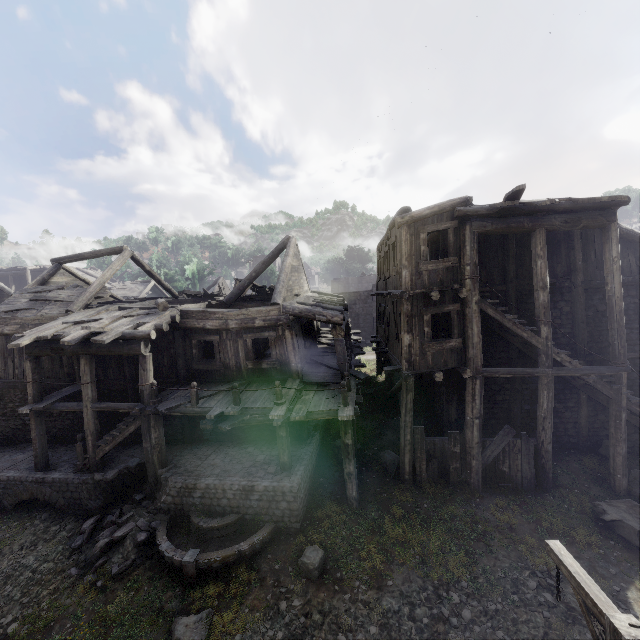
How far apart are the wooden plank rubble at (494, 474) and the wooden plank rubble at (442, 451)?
0.49m

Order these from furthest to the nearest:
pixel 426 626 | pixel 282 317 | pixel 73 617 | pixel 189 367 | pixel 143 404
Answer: pixel 189 367
pixel 282 317
pixel 143 404
pixel 73 617
pixel 426 626

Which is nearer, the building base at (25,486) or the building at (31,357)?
the building at (31,357)

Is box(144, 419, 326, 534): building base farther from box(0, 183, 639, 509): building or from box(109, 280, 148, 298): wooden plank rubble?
box(109, 280, 148, 298): wooden plank rubble

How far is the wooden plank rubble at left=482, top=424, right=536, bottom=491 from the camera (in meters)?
11.00

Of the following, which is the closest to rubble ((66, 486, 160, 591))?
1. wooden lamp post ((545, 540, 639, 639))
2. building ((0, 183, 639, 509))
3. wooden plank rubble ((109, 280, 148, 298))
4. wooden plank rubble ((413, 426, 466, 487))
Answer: building ((0, 183, 639, 509))

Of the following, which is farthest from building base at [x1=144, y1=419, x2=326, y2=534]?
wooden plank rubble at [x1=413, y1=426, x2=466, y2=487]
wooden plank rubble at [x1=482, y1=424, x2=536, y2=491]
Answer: wooden plank rubble at [x1=482, y1=424, x2=536, y2=491]

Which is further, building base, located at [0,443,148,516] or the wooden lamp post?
building base, located at [0,443,148,516]
